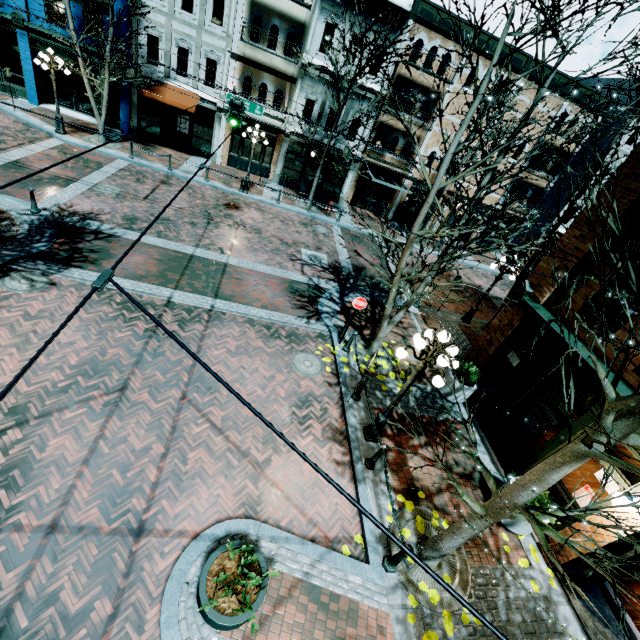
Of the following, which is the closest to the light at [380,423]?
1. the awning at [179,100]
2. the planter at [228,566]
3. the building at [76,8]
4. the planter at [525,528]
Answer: the planter at [525,528]

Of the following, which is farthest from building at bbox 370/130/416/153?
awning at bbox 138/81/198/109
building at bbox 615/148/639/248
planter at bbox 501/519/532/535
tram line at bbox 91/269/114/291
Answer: tram line at bbox 91/269/114/291

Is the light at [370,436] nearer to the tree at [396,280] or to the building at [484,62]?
the tree at [396,280]

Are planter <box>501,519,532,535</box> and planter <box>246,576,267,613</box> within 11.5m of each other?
yes

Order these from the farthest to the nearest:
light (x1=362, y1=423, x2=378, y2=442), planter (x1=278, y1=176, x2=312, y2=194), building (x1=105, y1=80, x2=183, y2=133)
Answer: planter (x1=278, y1=176, x2=312, y2=194)
building (x1=105, y1=80, x2=183, y2=133)
light (x1=362, y1=423, x2=378, y2=442)

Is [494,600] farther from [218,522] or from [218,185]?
[218,185]

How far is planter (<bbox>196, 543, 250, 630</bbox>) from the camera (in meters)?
4.50

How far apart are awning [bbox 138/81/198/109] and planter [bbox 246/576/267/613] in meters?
21.7
